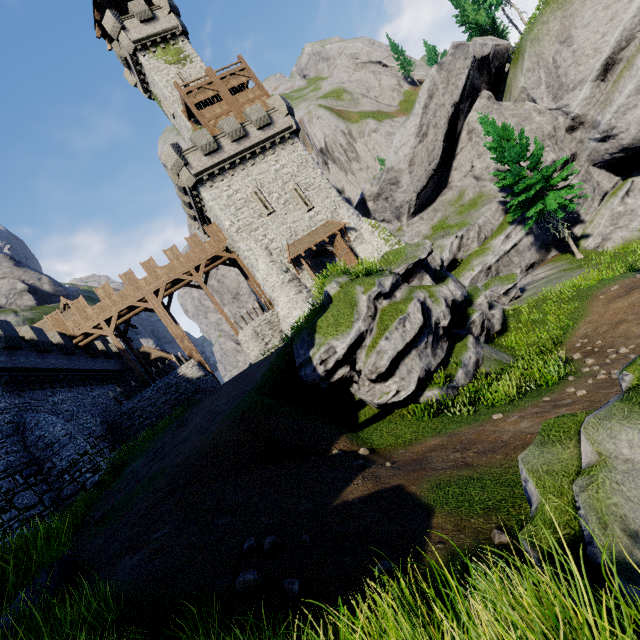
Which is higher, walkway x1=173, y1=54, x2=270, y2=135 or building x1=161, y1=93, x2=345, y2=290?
walkway x1=173, y1=54, x2=270, y2=135

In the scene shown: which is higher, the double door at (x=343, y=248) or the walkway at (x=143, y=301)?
the walkway at (x=143, y=301)

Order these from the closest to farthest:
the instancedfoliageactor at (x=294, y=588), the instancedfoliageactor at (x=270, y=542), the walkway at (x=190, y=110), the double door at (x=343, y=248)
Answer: the instancedfoliageactor at (x=294, y=588) → the instancedfoliageactor at (x=270, y=542) → the double door at (x=343, y=248) → the walkway at (x=190, y=110)

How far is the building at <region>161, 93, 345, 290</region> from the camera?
25.5 meters

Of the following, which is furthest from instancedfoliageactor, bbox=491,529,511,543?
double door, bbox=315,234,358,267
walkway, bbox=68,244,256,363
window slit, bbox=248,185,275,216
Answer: walkway, bbox=68,244,256,363

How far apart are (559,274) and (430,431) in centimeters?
2130cm

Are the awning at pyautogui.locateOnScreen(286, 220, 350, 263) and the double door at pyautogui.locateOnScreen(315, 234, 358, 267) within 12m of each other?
yes

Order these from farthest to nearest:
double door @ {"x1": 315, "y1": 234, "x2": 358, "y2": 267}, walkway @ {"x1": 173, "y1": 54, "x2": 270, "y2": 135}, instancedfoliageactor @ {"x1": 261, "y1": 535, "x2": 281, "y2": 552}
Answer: walkway @ {"x1": 173, "y1": 54, "x2": 270, "y2": 135} → double door @ {"x1": 315, "y1": 234, "x2": 358, "y2": 267} → instancedfoliageactor @ {"x1": 261, "y1": 535, "x2": 281, "y2": 552}
